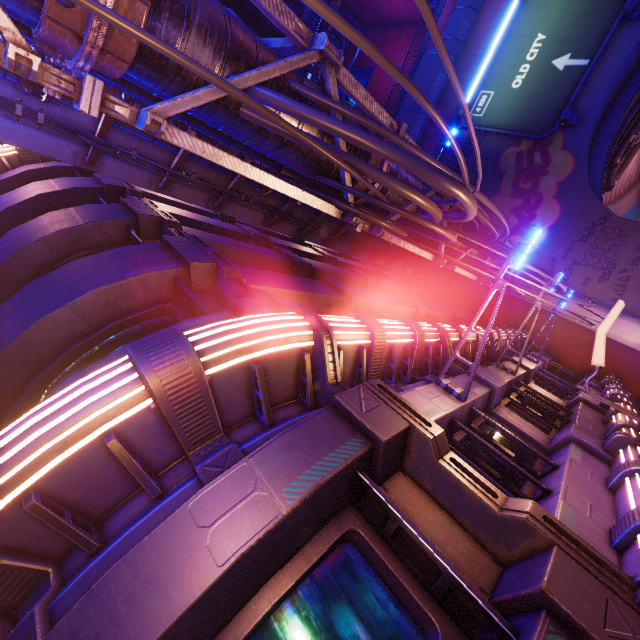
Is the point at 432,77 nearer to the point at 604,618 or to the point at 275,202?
the point at 275,202

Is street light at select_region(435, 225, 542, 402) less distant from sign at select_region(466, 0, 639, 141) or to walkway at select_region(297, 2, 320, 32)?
sign at select_region(466, 0, 639, 141)

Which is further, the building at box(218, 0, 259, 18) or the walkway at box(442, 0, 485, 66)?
the building at box(218, 0, 259, 18)

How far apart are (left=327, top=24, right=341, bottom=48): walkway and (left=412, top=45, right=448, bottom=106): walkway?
19.9m

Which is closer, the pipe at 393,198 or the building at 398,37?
the pipe at 393,198

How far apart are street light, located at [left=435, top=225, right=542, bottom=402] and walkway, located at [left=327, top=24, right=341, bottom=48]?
46.0 meters

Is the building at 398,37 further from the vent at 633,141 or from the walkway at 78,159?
the walkway at 78,159

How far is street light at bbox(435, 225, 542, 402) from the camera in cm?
535
